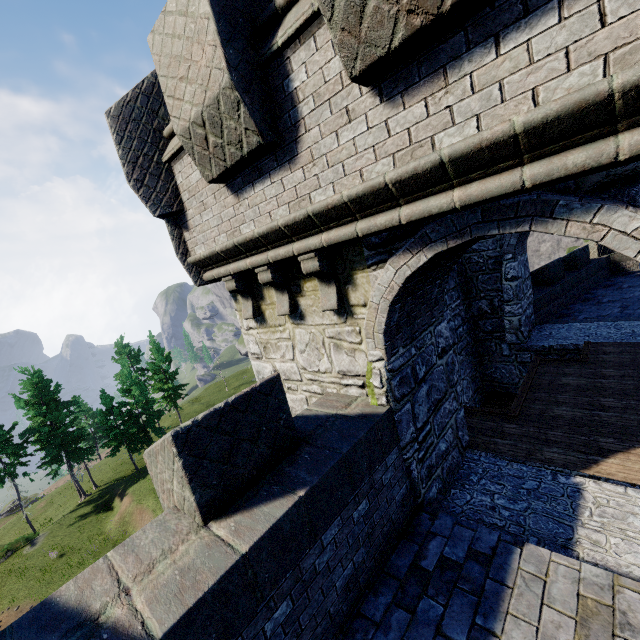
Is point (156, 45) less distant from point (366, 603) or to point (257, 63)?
point (257, 63)
